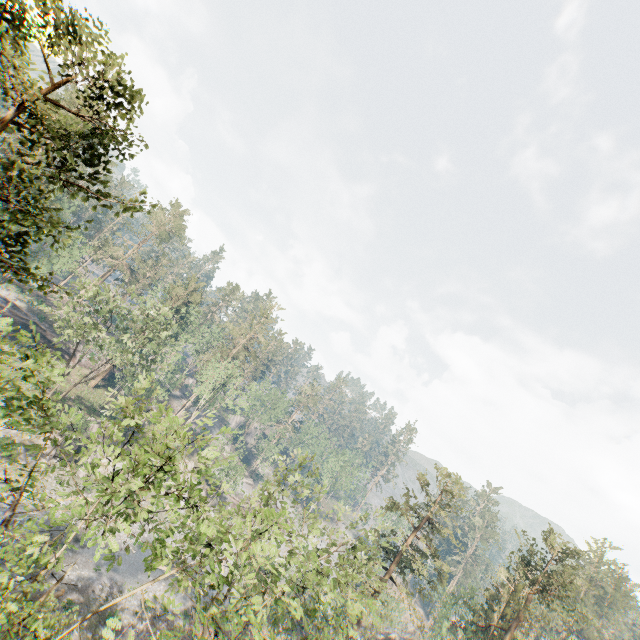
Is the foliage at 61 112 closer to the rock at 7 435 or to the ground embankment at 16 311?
the rock at 7 435

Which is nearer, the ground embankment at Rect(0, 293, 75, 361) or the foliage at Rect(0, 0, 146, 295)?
the foliage at Rect(0, 0, 146, 295)

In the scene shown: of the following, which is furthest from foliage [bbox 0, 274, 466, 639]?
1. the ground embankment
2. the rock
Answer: the ground embankment

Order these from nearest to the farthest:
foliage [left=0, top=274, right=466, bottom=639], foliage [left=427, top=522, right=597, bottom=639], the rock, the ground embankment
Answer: foliage [left=0, top=274, right=466, bottom=639] < foliage [left=427, top=522, right=597, bottom=639] < the rock < the ground embankment

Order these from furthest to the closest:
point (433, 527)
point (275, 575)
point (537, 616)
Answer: point (537, 616), point (433, 527), point (275, 575)

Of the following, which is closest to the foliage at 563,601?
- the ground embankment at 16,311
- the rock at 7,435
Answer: the rock at 7,435

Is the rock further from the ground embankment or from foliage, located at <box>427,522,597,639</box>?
the ground embankment
